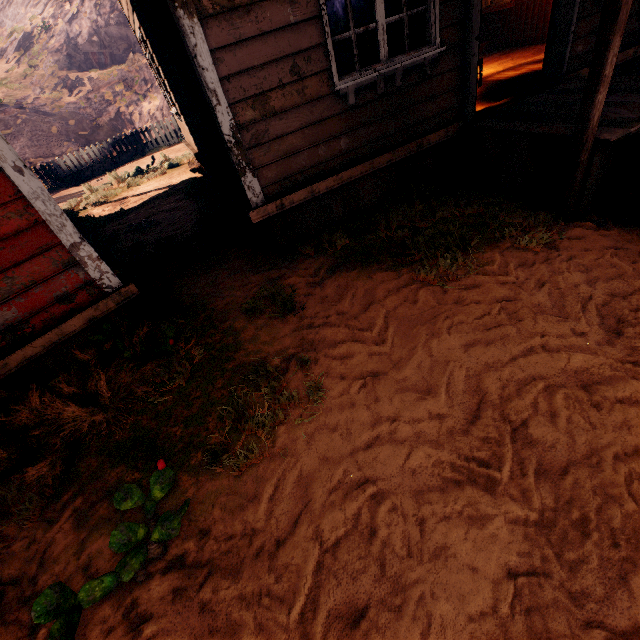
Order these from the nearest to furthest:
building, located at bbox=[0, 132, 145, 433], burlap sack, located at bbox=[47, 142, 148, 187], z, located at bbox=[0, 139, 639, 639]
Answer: z, located at bbox=[0, 139, 639, 639] → building, located at bbox=[0, 132, 145, 433] → burlap sack, located at bbox=[47, 142, 148, 187]

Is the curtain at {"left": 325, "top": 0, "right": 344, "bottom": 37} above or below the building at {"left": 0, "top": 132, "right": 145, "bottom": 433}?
above

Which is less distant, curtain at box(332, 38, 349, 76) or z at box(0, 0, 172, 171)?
curtain at box(332, 38, 349, 76)

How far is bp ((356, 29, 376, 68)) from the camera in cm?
445

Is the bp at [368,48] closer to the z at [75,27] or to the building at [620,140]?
the building at [620,140]

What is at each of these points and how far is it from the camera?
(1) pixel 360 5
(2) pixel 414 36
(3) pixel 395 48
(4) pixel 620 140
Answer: (1) bp, 4.3 meters
(2) curtain, 3.8 meters
(3) bp, 4.4 meters
(4) building, 3.0 meters

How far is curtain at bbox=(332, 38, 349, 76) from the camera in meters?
3.5

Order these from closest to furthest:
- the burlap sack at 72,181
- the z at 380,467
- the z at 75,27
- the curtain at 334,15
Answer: the z at 380,467
the curtain at 334,15
the burlap sack at 72,181
the z at 75,27
